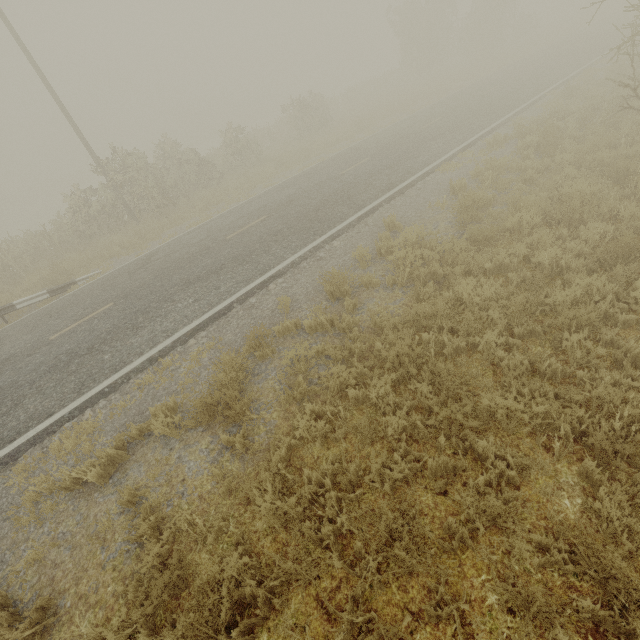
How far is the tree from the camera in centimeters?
543cm

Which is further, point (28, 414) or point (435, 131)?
point (435, 131)

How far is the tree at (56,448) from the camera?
5.4m
